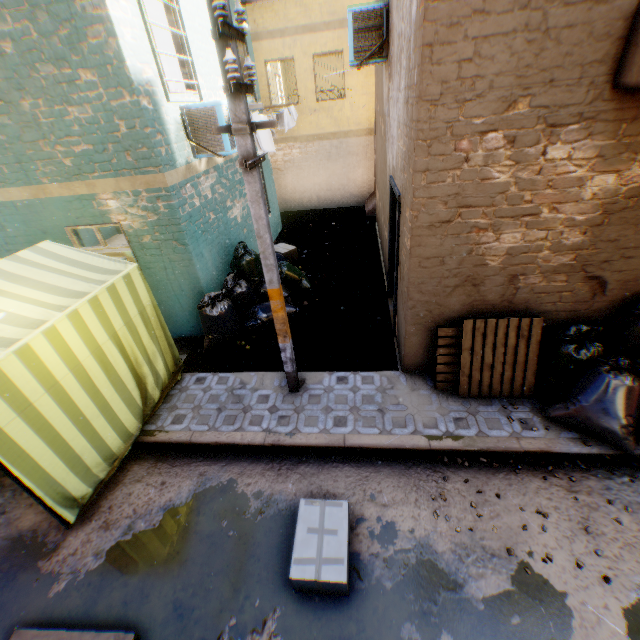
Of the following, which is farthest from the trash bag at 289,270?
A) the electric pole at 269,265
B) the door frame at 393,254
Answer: the door frame at 393,254

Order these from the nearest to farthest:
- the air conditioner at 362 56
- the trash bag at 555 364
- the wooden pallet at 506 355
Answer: the trash bag at 555 364 → the wooden pallet at 506 355 → the air conditioner at 362 56

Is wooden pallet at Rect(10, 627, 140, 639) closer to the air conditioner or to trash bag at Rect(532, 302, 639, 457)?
trash bag at Rect(532, 302, 639, 457)

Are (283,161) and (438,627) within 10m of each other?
no

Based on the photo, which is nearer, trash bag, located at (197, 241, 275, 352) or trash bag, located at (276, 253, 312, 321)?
trash bag, located at (197, 241, 275, 352)

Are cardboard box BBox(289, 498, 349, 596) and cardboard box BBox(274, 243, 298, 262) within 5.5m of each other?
no

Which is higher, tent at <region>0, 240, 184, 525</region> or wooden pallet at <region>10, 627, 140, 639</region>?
tent at <region>0, 240, 184, 525</region>

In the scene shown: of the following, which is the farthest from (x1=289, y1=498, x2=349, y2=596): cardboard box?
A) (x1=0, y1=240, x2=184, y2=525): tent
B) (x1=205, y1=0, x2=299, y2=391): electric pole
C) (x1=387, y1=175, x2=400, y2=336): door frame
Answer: (x1=387, y1=175, x2=400, y2=336): door frame
